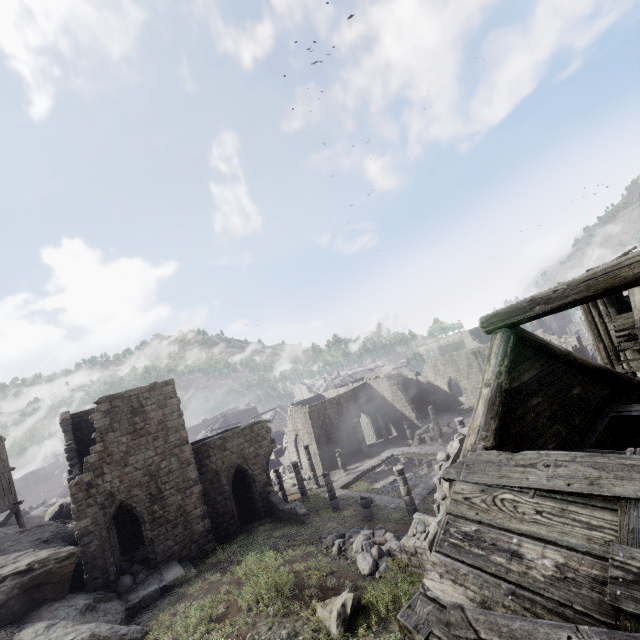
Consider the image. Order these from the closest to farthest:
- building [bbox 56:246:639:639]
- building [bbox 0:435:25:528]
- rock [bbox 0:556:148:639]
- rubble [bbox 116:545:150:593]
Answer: building [bbox 56:246:639:639] → rock [bbox 0:556:148:639] → rubble [bbox 116:545:150:593] → building [bbox 0:435:25:528]

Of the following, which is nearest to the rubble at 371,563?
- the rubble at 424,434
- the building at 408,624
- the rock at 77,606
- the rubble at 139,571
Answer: the building at 408,624

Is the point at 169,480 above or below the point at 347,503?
above

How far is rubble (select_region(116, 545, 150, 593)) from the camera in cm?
1614

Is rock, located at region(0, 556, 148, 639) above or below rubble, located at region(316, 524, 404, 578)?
above

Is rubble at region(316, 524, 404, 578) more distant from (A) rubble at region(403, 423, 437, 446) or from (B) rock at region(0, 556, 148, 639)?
(A) rubble at region(403, 423, 437, 446)

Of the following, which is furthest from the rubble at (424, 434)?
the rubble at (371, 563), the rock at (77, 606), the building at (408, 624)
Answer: the rock at (77, 606)

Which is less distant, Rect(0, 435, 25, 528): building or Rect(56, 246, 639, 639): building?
Rect(56, 246, 639, 639): building
